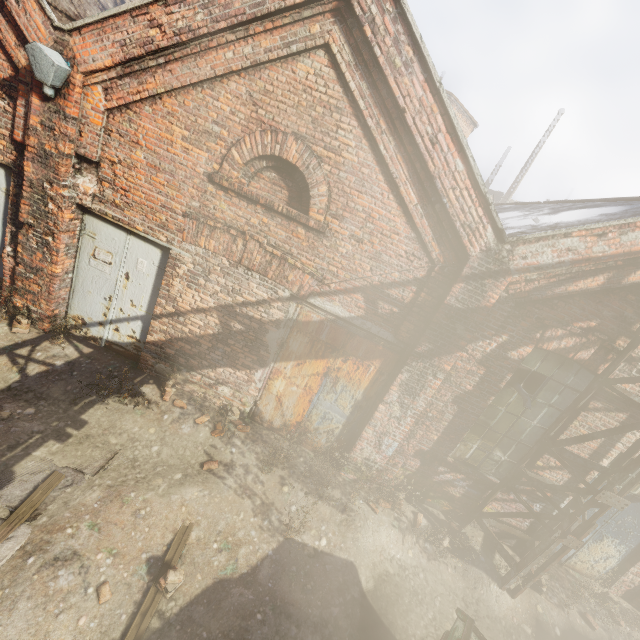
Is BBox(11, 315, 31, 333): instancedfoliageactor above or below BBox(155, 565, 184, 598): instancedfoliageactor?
above

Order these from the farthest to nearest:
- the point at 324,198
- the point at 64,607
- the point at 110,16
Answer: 1. the point at 324,198
2. the point at 110,16
3. the point at 64,607

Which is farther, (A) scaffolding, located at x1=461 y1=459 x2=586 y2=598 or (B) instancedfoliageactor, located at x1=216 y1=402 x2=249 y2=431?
(B) instancedfoliageactor, located at x1=216 y1=402 x2=249 y2=431

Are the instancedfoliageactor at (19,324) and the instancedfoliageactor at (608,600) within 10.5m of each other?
no

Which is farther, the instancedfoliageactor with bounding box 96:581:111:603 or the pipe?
the pipe

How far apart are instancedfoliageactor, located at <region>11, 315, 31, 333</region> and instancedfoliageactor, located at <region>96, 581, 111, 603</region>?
4.3m

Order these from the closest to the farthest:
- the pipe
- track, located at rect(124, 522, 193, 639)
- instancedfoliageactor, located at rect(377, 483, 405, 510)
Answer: track, located at rect(124, 522, 193, 639) < the pipe < instancedfoliageactor, located at rect(377, 483, 405, 510)

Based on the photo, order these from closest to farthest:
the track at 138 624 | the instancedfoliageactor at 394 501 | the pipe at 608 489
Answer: the track at 138 624 < the pipe at 608 489 < the instancedfoliageactor at 394 501
